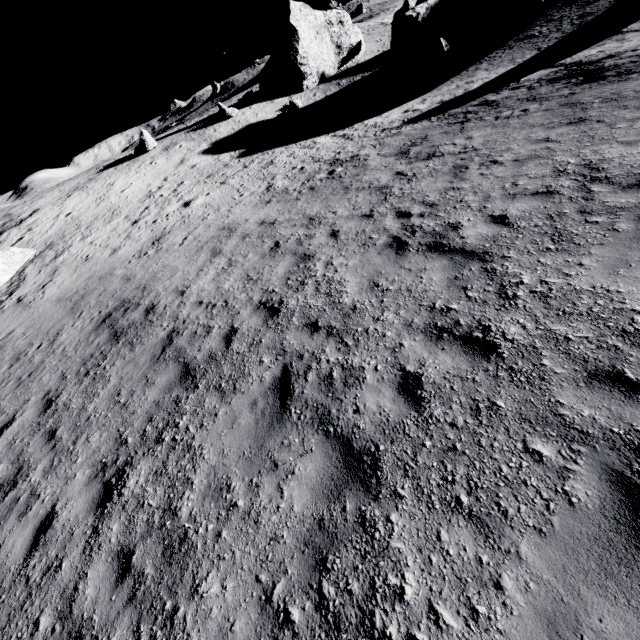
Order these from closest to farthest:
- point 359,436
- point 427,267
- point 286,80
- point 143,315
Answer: point 359,436 → point 427,267 → point 143,315 → point 286,80

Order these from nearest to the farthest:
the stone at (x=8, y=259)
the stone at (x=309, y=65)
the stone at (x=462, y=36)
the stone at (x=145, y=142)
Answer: the stone at (x=8, y=259) < the stone at (x=462, y=36) < the stone at (x=145, y=142) < the stone at (x=309, y=65)

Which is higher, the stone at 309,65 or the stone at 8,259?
the stone at 309,65

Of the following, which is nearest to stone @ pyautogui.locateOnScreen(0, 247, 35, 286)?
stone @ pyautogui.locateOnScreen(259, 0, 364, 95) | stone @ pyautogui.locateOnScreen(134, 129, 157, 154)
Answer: stone @ pyautogui.locateOnScreen(134, 129, 157, 154)

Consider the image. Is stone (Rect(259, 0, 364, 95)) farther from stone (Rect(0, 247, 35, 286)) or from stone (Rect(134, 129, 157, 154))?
stone (Rect(0, 247, 35, 286))

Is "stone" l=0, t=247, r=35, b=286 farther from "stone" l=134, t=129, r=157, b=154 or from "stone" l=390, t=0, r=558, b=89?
"stone" l=390, t=0, r=558, b=89

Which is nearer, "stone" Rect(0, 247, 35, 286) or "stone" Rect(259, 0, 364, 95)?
"stone" Rect(0, 247, 35, 286)

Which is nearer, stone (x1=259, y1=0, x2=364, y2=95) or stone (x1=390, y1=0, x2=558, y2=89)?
stone (x1=390, y1=0, x2=558, y2=89)
